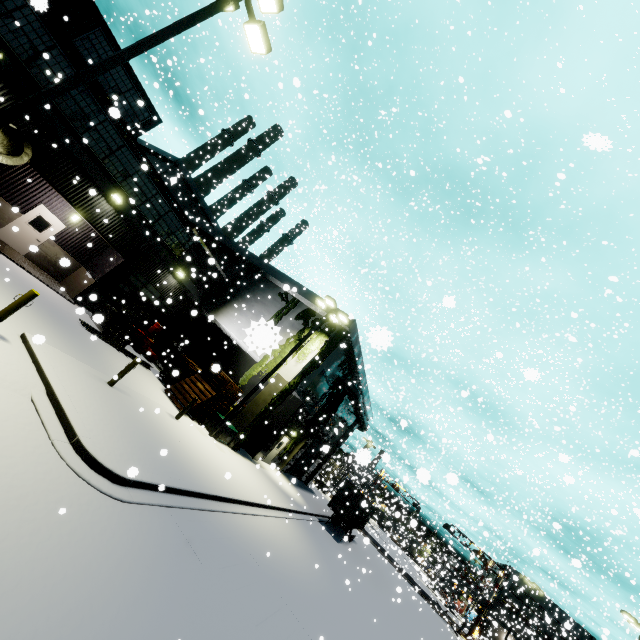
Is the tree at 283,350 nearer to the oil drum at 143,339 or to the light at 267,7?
the light at 267,7

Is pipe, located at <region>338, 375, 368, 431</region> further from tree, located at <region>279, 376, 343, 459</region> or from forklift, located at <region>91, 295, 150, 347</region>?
forklift, located at <region>91, 295, 150, 347</region>

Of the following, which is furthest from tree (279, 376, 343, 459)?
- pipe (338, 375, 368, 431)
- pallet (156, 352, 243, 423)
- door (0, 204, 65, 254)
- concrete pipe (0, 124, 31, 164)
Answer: door (0, 204, 65, 254)

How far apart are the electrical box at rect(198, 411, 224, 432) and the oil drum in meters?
6.3

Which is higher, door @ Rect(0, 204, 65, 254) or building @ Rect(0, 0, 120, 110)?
building @ Rect(0, 0, 120, 110)

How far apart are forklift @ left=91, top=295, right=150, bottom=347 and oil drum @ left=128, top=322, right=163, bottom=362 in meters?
1.9

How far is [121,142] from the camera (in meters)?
15.48

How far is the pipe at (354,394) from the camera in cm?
2686
